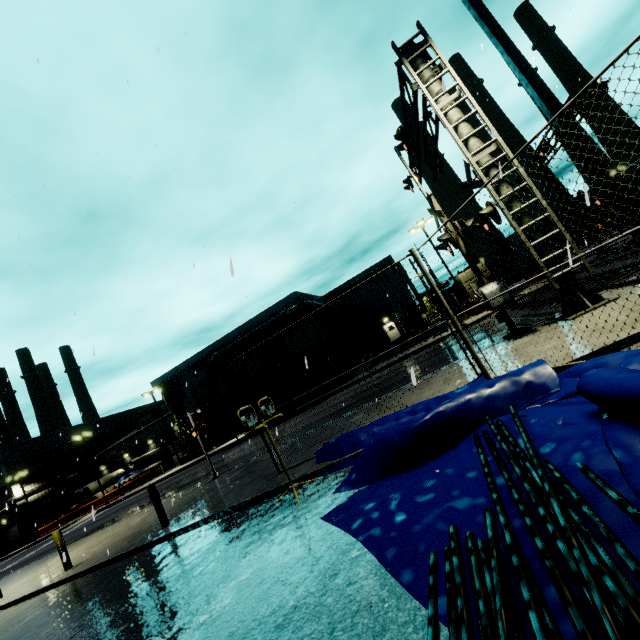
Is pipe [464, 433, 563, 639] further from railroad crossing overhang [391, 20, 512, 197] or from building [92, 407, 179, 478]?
railroad crossing overhang [391, 20, 512, 197]

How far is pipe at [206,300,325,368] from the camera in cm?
3266

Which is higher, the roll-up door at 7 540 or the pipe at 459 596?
the roll-up door at 7 540

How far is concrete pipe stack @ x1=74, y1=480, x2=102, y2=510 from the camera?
46.6m

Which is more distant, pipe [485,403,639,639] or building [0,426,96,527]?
building [0,426,96,527]

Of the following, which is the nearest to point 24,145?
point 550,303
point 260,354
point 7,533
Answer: point 550,303

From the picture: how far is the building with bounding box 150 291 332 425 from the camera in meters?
34.1

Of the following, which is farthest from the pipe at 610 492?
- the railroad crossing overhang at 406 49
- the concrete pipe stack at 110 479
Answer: the concrete pipe stack at 110 479
